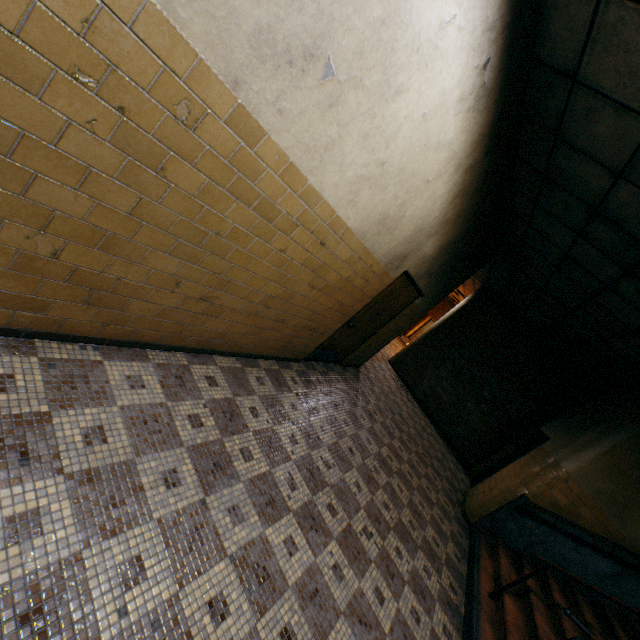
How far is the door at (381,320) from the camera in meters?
5.2

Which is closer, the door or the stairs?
the stairs

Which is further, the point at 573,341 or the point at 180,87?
the point at 573,341

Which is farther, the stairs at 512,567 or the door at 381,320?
the door at 381,320

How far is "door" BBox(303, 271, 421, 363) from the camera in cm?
516
